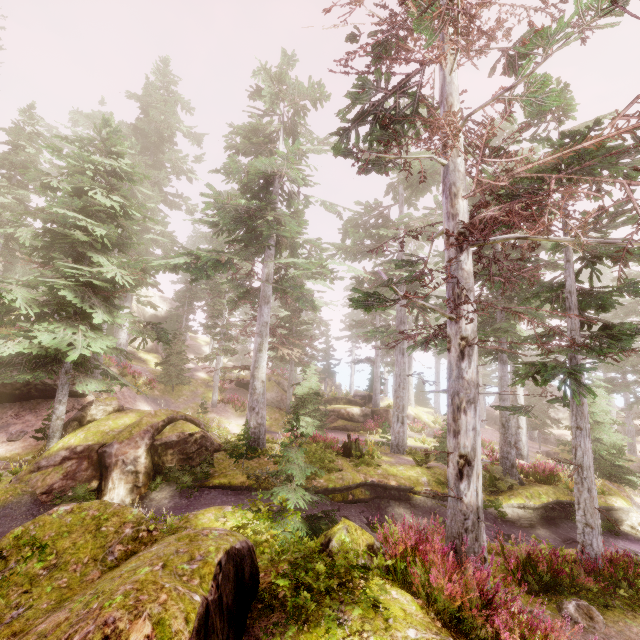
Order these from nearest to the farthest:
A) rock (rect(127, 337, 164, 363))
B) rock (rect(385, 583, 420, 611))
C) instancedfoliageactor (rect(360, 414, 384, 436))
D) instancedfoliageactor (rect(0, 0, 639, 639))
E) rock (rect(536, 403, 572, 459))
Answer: rock (rect(385, 583, 420, 611))
instancedfoliageactor (rect(0, 0, 639, 639))
instancedfoliageactor (rect(360, 414, 384, 436))
rock (rect(536, 403, 572, 459))
rock (rect(127, 337, 164, 363))

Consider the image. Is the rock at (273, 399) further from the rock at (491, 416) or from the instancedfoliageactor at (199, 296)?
the rock at (491, 416)

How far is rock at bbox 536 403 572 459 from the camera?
28.45m

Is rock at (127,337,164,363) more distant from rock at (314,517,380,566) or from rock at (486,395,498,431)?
rock at (486,395,498,431)

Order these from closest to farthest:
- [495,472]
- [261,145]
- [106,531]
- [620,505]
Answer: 1. [106,531]
2. [620,505]
3. [495,472]
4. [261,145]

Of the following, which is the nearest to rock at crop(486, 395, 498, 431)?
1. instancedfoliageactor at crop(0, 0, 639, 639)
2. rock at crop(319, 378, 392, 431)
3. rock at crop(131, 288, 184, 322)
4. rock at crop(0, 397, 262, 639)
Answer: instancedfoliageactor at crop(0, 0, 639, 639)

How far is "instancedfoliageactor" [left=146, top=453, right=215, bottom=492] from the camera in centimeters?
1196cm

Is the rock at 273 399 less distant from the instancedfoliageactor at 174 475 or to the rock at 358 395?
the instancedfoliageactor at 174 475
